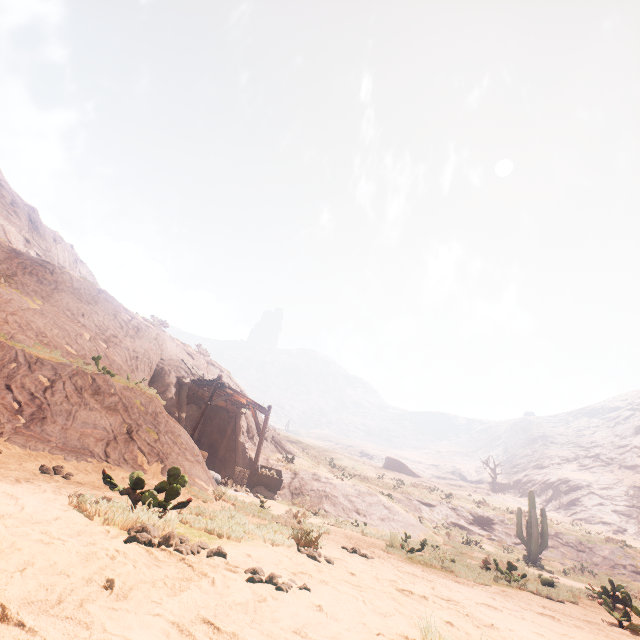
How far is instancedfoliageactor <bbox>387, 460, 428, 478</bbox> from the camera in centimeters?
5841cm

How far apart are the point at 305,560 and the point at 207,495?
5.6m

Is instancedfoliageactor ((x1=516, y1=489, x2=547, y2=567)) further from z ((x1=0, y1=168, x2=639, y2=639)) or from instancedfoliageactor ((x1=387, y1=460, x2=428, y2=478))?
instancedfoliageactor ((x1=387, y1=460, x2=428, y2=478))

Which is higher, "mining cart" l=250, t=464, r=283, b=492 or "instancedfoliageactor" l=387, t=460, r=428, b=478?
"instancedfoliageactor" l=387, t=460, r=428, b=478

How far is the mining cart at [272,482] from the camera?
17.7m

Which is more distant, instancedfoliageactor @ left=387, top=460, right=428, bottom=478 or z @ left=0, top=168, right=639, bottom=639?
instancedfoliageactor @ left=387, top=460, right=428, bottom=478

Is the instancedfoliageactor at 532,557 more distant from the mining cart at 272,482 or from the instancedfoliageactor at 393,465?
the instancedfoliageactor at 393,465

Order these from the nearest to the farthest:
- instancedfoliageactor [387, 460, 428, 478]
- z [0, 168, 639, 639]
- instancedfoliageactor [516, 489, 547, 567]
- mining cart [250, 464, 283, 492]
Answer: z [0, 168, 639, 639]
mining cart [250, 464, 283, 492]
instancedfoliageactor [516, 489, 547, 567]
instancedfoliageactor [387, 460, 428, 478]
